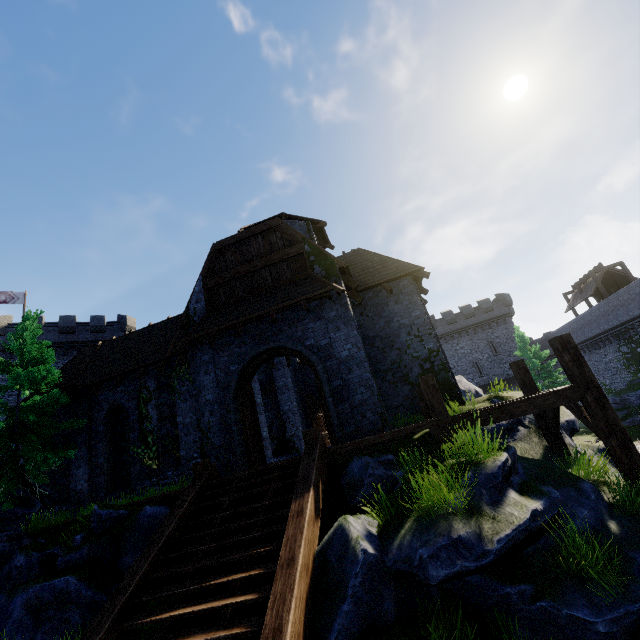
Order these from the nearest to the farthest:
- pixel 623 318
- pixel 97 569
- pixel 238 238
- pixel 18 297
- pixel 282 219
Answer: pixel 97 569 → pixel 238 238 → pixel 282 219 → pixel 623 318 → pixel 18 297

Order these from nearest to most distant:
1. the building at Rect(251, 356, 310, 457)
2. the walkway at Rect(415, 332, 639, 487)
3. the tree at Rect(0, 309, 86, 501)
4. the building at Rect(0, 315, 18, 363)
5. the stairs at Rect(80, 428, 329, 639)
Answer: the stairs at Rect(80, 428, 329, 639), the walkway at Rect(415, 332, 639, 487), the tree at Rect(0, 309, 86, 501), the building at Rect(251, 356, 310, 457), the building at Rect(0, 315, 18, 363)

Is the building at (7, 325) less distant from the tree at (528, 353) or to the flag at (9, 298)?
the flag at (9, 298)

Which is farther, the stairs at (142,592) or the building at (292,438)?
the building at (292,438)

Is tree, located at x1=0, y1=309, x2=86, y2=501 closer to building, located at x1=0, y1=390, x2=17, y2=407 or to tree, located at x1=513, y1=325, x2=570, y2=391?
building, located at x1=0, y1=390, x2=17, y2=407

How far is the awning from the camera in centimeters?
1093cm

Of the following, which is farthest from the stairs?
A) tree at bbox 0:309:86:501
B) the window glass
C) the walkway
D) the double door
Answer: the window glass

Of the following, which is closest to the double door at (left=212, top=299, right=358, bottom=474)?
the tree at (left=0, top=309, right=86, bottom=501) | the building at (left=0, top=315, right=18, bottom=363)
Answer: the tree at (left=0, top=309, right=86, bottom=501)
